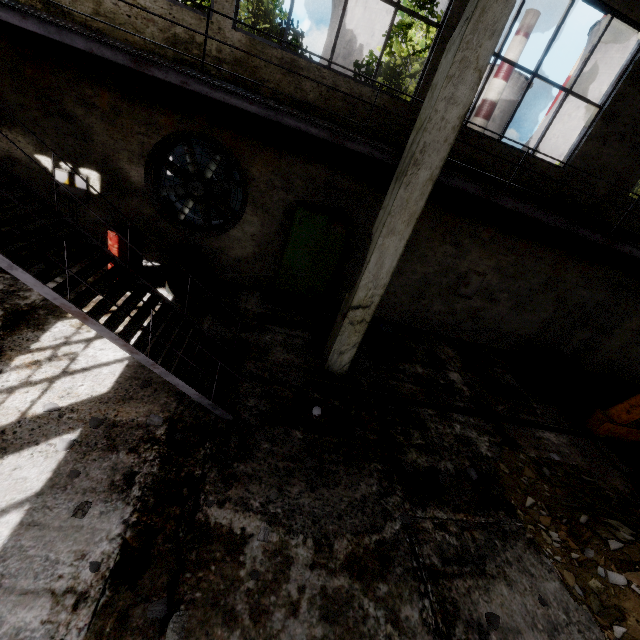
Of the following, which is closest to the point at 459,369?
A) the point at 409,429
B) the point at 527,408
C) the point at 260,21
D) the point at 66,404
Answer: the point at 527,408

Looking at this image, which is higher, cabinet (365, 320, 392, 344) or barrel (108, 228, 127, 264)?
barrel (108, 228, 127, 264)

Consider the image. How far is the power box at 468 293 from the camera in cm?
882

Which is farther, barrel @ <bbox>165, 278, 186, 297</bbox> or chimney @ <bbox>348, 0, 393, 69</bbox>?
chimney @ <bbox>348, 0, 393, 69</bbox>

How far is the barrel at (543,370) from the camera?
8.36m

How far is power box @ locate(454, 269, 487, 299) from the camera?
8.8 meters

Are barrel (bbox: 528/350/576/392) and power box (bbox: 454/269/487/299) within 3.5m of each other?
yes

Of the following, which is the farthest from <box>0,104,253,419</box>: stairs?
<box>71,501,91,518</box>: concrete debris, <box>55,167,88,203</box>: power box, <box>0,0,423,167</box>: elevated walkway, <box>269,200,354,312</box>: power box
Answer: <box>55,167,88,203</box>: power box
